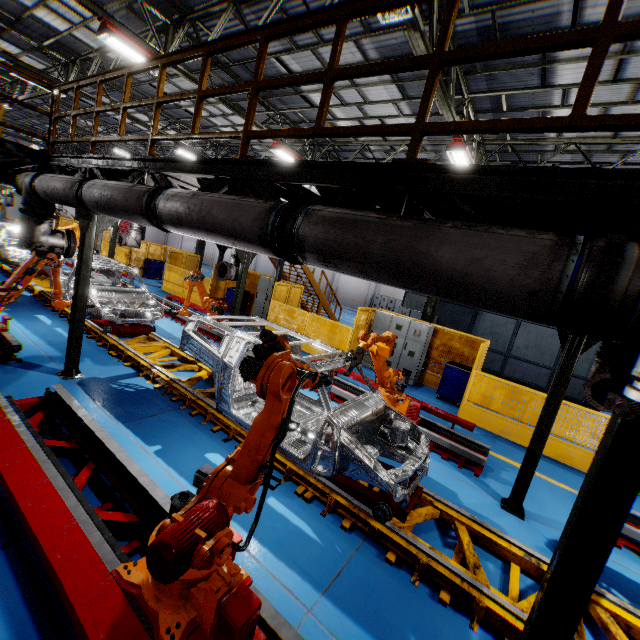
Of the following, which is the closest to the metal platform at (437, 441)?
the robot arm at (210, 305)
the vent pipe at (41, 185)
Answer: the robot arm at (210, 305)

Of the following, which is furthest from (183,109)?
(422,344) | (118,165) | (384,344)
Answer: (384,344)

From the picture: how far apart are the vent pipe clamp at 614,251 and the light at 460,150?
9.58m

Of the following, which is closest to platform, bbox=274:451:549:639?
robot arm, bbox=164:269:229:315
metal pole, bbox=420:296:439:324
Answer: robot arm, bbox=164:269:229:315

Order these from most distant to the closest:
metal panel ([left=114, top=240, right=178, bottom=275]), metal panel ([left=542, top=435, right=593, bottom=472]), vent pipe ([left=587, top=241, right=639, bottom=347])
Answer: metal panel ([left=114, top=240, right=178, bottom=275]) < metal panel ([left=542, top=435, right=593, bottom=472]) < vent pipe ([left=587, top=241, right=639, bottom=347])

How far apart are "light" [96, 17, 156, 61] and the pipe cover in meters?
5.8

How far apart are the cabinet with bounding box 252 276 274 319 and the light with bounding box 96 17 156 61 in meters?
8.0

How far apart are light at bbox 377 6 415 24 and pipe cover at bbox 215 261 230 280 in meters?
6.4 m
